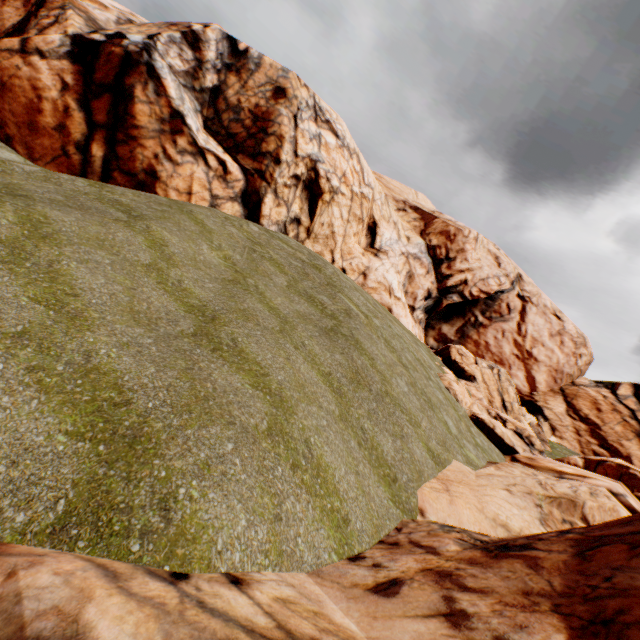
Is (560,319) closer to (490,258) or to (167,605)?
(490,258)
